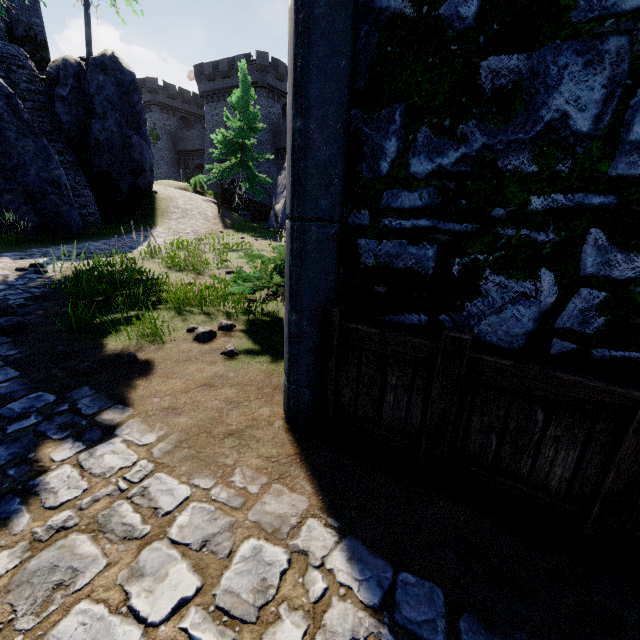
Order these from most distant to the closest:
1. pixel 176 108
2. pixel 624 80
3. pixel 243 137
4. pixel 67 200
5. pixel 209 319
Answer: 1. pixel 176 108
2. pixel 243 137
3. pixel 67 200
4. pixel 209 319
5. pixel 624 80

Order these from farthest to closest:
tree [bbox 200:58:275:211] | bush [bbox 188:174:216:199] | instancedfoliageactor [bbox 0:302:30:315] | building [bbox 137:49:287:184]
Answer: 1. building [bbox 137:49:287:184]
2. bush [bbox 188:174:216:199]
3. tree [bbox 200:58:275:211]
4. instancedfoliageactor [bbox 0:302:30:315]

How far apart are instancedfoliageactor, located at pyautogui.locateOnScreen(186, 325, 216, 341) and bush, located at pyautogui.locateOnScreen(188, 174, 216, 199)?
28.59m

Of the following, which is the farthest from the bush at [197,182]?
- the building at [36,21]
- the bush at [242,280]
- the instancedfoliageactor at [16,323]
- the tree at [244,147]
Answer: the instancedfoliageactor at [16,323]

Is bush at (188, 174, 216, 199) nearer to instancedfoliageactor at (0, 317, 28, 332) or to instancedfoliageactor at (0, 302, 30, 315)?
instancedfoliageactor at (0, 302, 30, 315)

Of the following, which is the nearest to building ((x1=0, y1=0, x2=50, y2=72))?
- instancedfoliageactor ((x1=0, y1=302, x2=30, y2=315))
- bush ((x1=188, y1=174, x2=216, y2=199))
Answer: bush ((x1=188, y1=174, x2=216, y2=199))

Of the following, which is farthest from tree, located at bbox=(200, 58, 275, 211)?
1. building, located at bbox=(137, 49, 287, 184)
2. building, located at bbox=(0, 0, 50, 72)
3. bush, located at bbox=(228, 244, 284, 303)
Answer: bush, located at bbox=(228, 244, 284, 303)

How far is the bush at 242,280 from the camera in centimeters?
476cm
